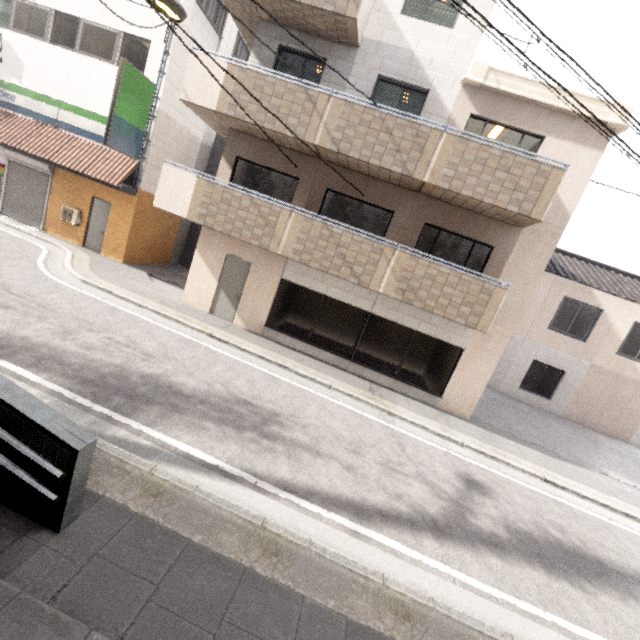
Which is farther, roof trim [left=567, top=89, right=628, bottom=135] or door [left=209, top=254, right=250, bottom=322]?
door [left=209, top=254, right=250, bottom=322]

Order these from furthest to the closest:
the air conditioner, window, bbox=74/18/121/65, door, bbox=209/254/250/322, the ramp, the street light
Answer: the air conditioner → window, bbox=74/18/121/65 → door, bbox=209/254/250/322 → the street light → the ramp

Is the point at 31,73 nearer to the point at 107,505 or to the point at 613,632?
the point at 107,505

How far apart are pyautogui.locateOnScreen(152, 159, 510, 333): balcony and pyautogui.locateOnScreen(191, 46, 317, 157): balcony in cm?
158

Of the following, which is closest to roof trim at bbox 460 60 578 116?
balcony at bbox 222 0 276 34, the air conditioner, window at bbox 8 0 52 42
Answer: balcony at bbox 222 0 276 34

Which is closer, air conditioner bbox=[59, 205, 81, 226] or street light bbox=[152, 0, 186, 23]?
street light bbox=[152, 0, 186, 23]

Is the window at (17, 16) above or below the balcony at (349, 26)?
below

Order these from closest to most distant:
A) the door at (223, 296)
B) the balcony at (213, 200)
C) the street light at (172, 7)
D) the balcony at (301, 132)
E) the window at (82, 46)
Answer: the street light at (172, 7) → the balcony at (301, 132) → the balcony at (213, 200) → the door at (223, 296) → the window at (82, 46)
